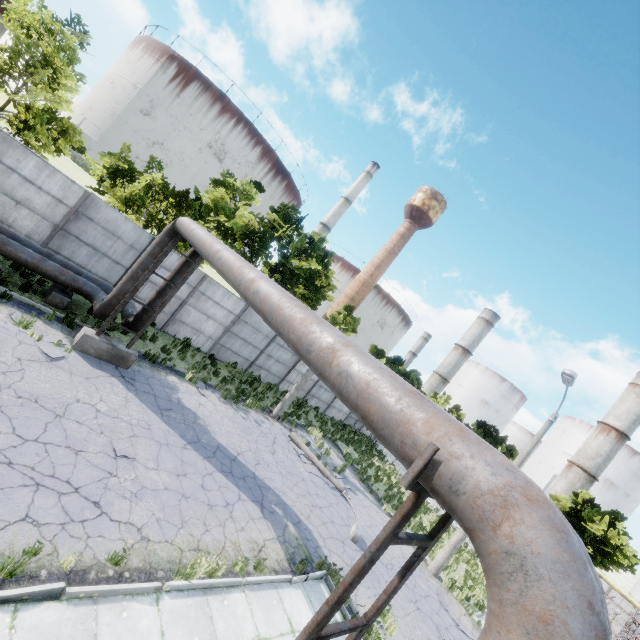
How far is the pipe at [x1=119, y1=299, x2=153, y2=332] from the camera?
11.0 meters

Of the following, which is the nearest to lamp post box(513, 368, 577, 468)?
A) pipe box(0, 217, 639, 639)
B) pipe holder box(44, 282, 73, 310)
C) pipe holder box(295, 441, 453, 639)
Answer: pipe box(0, 217, 639, 639)

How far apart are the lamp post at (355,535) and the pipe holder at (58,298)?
10.8m

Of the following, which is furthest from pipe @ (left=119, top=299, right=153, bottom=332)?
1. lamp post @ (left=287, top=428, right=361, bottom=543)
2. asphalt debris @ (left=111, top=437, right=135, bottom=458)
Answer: lamp post @ (left=287, top=428, right=361, bottom=543)

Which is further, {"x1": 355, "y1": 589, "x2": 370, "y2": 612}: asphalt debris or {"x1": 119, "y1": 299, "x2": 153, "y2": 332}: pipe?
{"x1": 119, "y1": 299, "x2": 153, "y2": 332}: pipe

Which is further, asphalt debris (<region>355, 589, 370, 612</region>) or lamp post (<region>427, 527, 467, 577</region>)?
lamp post (<region>427, 527, 467, 577</region>)

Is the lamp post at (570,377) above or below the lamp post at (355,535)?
above

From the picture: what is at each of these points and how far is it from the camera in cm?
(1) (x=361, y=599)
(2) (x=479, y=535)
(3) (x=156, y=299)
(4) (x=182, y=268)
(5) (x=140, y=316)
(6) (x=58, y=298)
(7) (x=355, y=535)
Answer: (1) asphalt debris, 908
(2) pipe, 201
(3) pipe, 1105
(4) pipe, 1108
(5) pipe, 1103
(6) pipe holder, 1114
(7) lamp post, 1159
